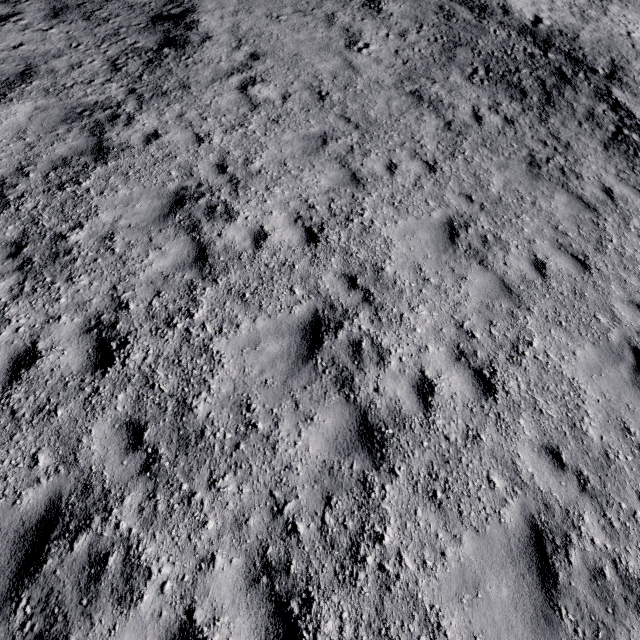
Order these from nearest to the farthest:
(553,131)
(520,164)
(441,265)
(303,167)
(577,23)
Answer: (441,265), (303,167), (520,164), (553,131), (577,23)
